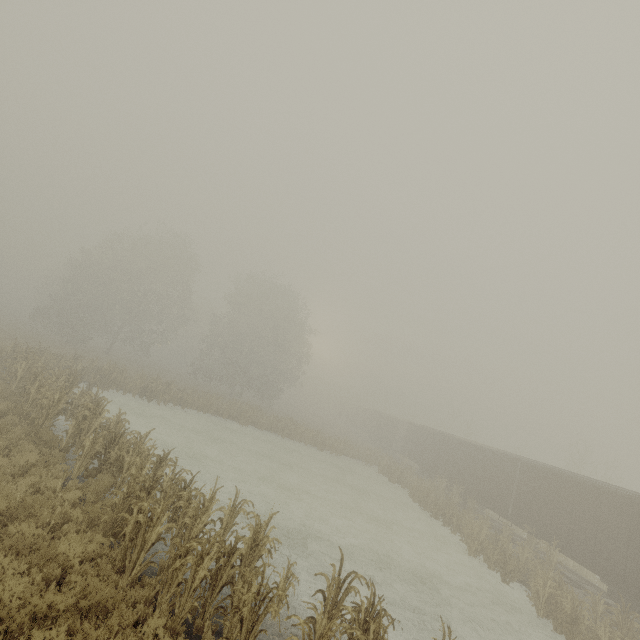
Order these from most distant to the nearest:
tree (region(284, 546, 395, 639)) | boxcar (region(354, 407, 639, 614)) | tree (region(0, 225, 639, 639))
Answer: boxcar (region(354, 407, 639, 614)) → tree (region(0, 225, 639, 639)) → tree (region(284, 546, 395, 639))

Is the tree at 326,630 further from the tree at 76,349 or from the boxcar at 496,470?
the boxcar at 496,470

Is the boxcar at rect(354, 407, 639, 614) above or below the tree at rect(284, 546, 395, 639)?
above

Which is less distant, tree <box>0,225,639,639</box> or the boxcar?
tree <box>0,225,639,639</box>

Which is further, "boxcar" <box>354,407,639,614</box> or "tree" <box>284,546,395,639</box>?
"boxcar" <box>354,407,639,614</box>

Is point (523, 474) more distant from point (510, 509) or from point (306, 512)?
point (306, 512)

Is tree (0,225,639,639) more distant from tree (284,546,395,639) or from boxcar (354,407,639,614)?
boxcar (354,407,639,614)
